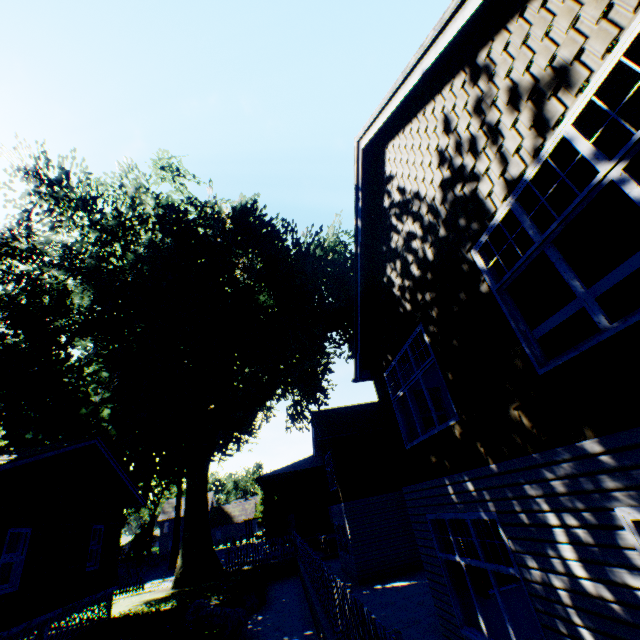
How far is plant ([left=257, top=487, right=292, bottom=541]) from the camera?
31.2m

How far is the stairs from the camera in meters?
5.8

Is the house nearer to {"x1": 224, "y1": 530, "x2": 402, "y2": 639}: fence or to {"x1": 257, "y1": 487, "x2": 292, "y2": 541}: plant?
{"x1": 224, "y1": 530, "x2": 402, "y2": 639}: fence

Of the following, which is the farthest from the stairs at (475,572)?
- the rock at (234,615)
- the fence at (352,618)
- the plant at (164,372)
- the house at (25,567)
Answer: the fence at (352,618)

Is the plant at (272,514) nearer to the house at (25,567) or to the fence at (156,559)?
the fence at (156,559)

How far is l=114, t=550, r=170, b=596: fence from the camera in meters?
20.4 m

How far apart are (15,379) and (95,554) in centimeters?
1034cm

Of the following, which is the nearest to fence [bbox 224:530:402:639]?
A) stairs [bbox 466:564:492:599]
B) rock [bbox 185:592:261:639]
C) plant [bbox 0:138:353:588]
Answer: plant [bbox 0:138:353:588]
